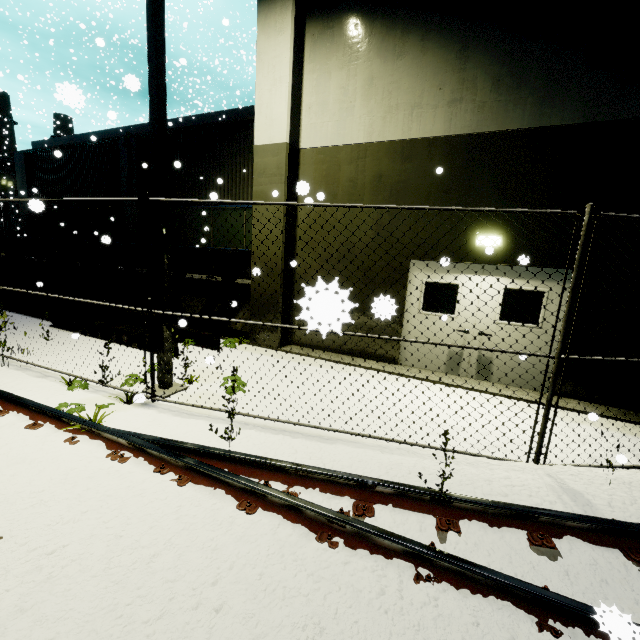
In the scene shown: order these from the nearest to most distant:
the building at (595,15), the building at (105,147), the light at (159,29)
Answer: the light at (159,29), the building at (595,15), the building at (105,147)

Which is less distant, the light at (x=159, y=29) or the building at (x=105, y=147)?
the light at (x=159, y=29)

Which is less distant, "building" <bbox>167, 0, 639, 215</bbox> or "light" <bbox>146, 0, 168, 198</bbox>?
"light" <bbox>146, 0, 168, 198</bbox>

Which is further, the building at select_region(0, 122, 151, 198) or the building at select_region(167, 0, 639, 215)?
the building at select_region(0, 122, 151, 198)

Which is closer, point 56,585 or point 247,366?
point 56,585

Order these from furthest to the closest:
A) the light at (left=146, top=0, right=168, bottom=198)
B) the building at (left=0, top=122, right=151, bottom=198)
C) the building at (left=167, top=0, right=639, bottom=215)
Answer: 1. the building at (left=0, top=122, right=151, bottom=198)
2. the building at (left=167, top=0, right=639, bottom=215)
3. the light at (left=146, top=0, right=168, bottom=198)
